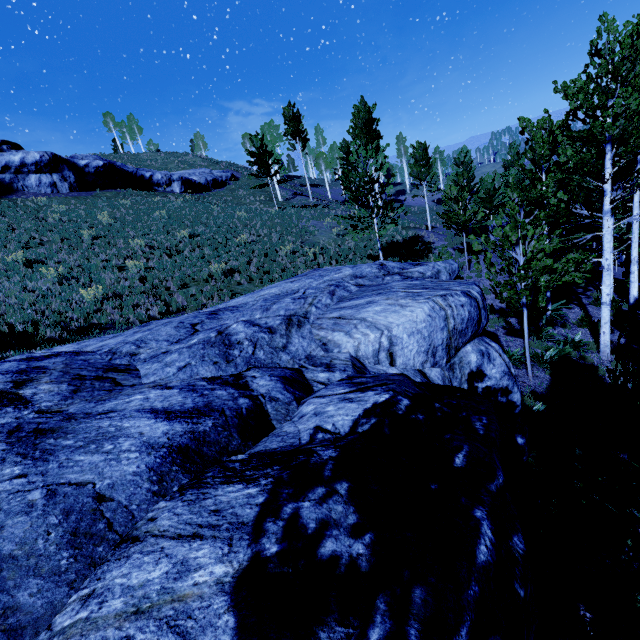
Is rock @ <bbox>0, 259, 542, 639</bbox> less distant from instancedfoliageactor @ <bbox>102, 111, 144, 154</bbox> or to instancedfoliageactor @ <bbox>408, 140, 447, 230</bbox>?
instancedfoliageactor @ <bbox>408, 140, 447, 230</bbox>

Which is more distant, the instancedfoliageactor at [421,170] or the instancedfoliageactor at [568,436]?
the instancedfoliageactor at [421,170]

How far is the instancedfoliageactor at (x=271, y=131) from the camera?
27.0 meters

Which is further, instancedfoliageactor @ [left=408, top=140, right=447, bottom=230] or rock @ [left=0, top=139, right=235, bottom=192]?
rock @ [left=0, top=139, right=235, bottom=192]

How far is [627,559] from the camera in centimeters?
480cm

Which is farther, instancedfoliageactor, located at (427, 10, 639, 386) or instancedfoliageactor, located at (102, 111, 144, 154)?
instancedfoliageactor, located at (102, 111, 144, 154)

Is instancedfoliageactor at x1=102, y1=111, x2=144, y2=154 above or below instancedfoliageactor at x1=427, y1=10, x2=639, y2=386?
above
